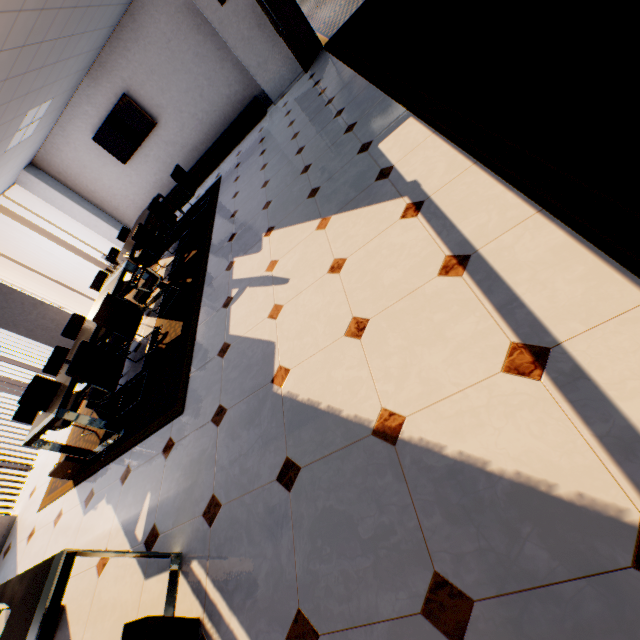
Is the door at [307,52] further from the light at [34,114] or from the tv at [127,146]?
the light at [34,114]

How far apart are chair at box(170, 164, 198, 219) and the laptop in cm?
430

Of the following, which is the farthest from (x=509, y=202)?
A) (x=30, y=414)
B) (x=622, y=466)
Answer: (x=30, y=414)

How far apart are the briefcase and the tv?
7.4 meters

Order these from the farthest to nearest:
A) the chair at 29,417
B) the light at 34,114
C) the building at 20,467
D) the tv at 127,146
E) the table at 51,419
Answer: the building at 20,467 < the tv at 127,146 < the light at 34,114 < the chair at 29,417 < the table at 51,419

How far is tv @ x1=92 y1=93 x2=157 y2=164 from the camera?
7.5m

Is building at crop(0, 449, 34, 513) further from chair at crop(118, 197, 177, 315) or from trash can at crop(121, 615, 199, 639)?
trash can at crop(121, 615, 199, 639)

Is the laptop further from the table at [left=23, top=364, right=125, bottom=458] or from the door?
the door
